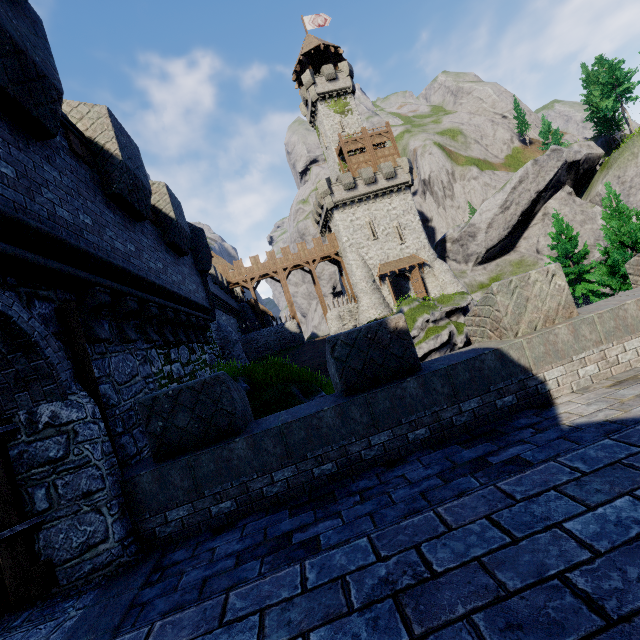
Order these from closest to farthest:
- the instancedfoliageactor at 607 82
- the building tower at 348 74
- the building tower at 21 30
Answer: the building tower at 21 30 < the building tower at 348 74 < the instancedfoliageactor at 607 82

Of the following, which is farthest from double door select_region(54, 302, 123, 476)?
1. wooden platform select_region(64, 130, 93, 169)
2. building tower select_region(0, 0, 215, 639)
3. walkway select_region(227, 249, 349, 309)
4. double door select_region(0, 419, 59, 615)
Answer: walkway select_region(227, 249, 349, 309)

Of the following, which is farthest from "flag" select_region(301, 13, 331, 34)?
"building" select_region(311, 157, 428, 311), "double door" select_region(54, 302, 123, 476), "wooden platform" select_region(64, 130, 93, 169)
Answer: "double door" select_region(54, 302, 123, 476)

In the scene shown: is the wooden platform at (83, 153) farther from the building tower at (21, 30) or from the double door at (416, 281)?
the double door at (416, 281)

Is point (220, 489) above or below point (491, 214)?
below

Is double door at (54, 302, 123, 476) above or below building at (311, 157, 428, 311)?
below

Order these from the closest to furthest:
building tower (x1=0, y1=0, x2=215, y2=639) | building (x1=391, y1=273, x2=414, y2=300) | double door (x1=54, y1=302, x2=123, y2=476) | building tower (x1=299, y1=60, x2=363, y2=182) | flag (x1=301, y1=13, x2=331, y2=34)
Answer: building tower (x1=0, y1=0, x2=215, y2=639) → double door (x1=54, y1=302, x2=123, y2=476) → building (x1=391, y1=273, x2=414, y2=300) → building tower (x1=299, y1=60, x2=363, y2=182) → flag (x1=301, y1=13, x2=331, y2=34)

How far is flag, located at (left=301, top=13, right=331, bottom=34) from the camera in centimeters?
4516cm
